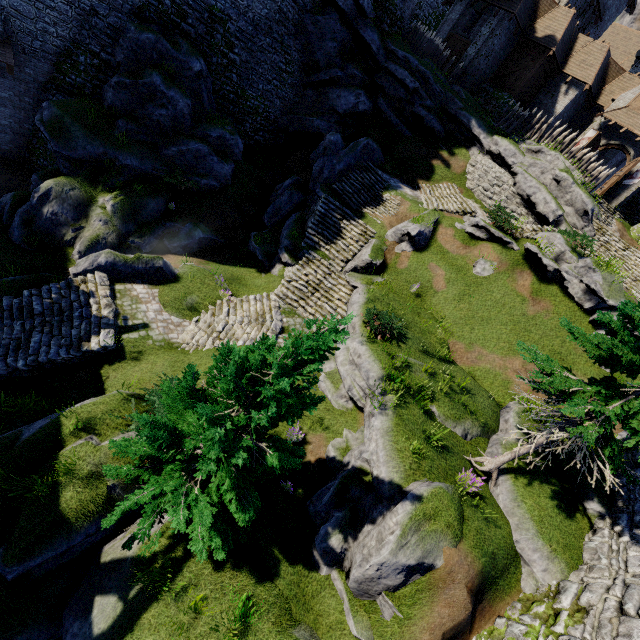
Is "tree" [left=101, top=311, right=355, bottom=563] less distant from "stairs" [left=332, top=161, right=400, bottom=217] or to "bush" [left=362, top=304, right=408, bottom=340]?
"stairs" [left=332, top=161, right=400, bottom=217]

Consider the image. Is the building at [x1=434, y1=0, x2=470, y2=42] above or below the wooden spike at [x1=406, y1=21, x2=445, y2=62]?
above

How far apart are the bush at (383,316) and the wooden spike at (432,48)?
23.70m

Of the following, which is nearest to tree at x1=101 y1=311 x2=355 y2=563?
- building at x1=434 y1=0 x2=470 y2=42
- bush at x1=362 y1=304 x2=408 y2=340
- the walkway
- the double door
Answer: bush at x1=362 y1=304 x2=408 y2=340

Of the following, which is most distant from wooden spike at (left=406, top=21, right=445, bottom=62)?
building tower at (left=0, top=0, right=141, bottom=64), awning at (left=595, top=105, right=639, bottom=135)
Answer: awning at (left=595, top=105, right=639, bottom=135)

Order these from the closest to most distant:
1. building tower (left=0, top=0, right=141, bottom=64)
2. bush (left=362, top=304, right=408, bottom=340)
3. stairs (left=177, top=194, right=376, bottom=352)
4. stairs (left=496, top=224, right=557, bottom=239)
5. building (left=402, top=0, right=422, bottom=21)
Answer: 1. bush (left=362, top=304, right=408, bottom=340)
2. stairs (left=177, top=194, right=376, bottom=352)
3. building tower (left=0, top=0, right=141, bottom=64)
4. stairs (left=496, top=224, right=557, bottom=239)
5. building (left=402, top=0, right=422, bottom=21)

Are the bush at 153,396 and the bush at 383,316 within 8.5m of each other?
yes

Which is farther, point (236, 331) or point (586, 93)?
point (586, 93)
